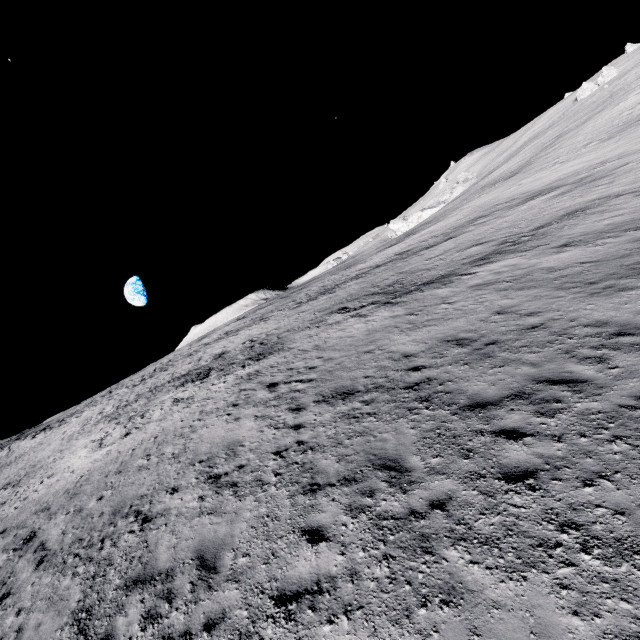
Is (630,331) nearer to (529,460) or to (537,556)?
(529,460)
